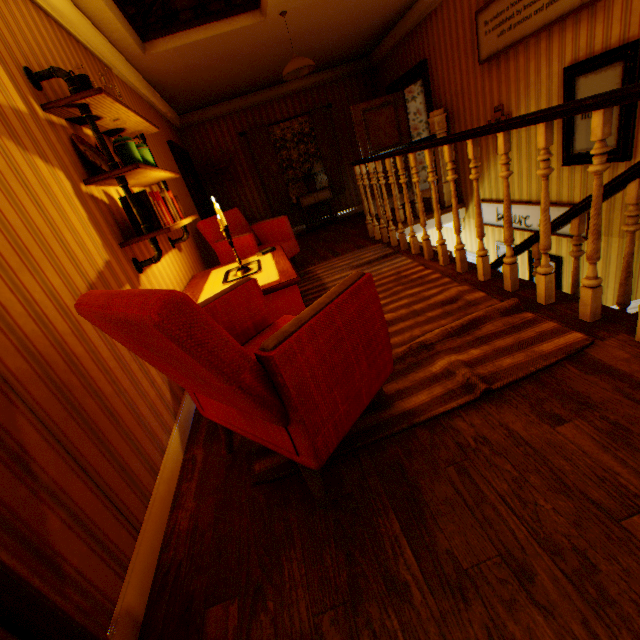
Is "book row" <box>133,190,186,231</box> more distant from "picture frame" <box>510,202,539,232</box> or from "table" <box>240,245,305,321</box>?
"picture frame" <box>510,202,539,232</box>

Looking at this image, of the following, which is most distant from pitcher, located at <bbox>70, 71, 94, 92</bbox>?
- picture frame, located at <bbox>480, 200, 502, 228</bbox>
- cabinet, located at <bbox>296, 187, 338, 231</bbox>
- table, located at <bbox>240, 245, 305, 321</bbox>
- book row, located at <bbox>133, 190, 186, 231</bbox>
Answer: cabinet, located at <bbox>296, 187, 338, 231</bbox>

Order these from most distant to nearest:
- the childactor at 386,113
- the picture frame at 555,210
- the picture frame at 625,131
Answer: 1. the childactor at 386,113
2. the picture frame at 555,210
3. the picture frame at 625,131

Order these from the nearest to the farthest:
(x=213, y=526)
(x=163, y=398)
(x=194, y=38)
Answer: (x=213, y=526) → (x=163, y=398) → (x=194, y=38)

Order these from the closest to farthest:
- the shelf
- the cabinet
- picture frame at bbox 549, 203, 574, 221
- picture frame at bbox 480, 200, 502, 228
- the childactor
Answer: the shelf < picture frame at bbox 549, 203, 574, 221 < picture frame at bbox 480, 200, 502, 228 < the childactor < the cabinet

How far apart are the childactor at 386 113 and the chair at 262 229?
3.34m

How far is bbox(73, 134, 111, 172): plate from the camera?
2.2 meters

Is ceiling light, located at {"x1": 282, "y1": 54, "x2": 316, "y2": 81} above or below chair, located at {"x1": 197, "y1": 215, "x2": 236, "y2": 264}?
above
